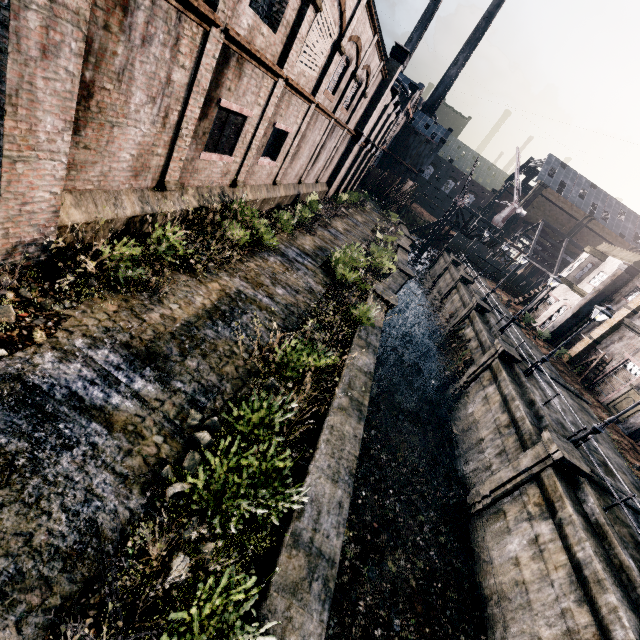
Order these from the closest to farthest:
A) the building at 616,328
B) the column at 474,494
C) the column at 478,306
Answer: the column at 474,494 < the building at 616,328 < the column at 478,306

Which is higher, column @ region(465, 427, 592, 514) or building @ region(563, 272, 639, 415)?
building @ region(563, 272, 639, 415)

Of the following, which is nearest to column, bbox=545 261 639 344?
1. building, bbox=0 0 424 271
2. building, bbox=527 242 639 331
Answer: building, bbox=527 242 639 331

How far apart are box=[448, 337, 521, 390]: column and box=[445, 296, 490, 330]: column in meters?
7.0

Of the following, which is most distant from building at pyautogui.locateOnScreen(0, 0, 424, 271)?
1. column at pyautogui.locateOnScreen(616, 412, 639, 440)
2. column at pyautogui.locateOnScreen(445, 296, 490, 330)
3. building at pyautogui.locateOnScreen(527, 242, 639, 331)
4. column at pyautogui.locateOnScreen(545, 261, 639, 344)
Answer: column at pyautogui.locateOnScreen(616, 412, 639, 440)

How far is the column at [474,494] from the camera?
12.9m

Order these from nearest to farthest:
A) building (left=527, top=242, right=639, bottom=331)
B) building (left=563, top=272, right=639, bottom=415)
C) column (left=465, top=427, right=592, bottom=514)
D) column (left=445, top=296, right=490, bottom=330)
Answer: column (left=465, top=427, right=592, bottom=514) → building (left=563, top=272, right=639, bottom=415) → column (left=445, top=296, right=490, bottom=330) → building (left=527, top=242, right=639, bottom=331)

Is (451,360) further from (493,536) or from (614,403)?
(493,536)
